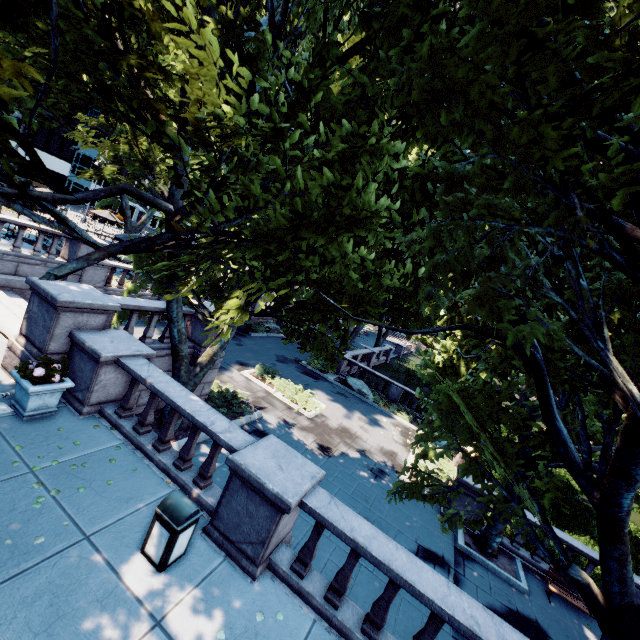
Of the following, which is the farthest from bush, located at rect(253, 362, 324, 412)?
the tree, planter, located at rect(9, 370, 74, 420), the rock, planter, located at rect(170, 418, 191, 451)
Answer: planter, located at rect(9, 370, 74, 420)

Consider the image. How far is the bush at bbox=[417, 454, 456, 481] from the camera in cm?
1512

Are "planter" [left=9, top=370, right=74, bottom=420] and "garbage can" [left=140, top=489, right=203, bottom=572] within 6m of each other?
yes

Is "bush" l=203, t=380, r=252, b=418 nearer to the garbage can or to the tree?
the tree

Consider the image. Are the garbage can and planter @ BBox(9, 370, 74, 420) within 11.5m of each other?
yes

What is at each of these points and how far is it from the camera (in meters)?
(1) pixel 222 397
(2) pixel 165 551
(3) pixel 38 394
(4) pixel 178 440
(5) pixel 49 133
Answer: (1) bush, 14.05
(2) garbage can, 4.91
(3) planter, 6.69
(4) planter, 10.34
(5) building, 53.16

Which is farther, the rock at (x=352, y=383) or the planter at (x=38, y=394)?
the rock at (x=352, y=383)

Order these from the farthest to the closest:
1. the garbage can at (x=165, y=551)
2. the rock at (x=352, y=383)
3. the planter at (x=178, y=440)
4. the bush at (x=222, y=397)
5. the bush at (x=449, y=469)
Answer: the rock at (x=352, y=383)
the bush at (x=449, y=469)
the bush at (x=222, y=397)
the planter at (x=178, y=440)
the garbage can at (x=165, y=551)
